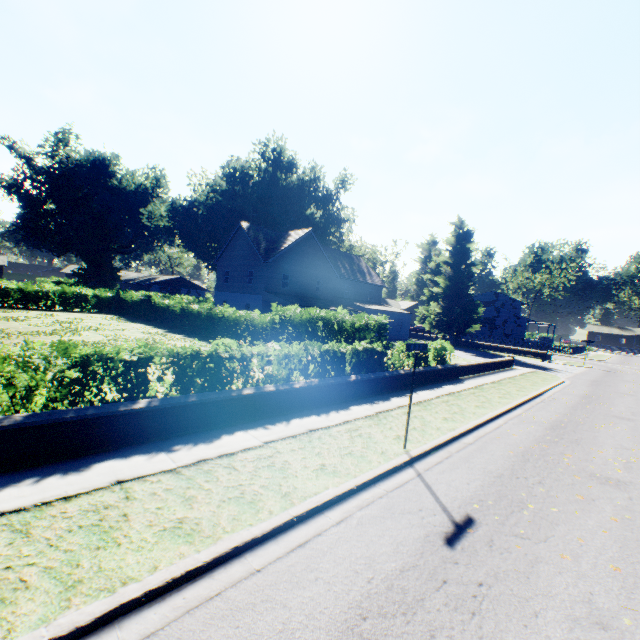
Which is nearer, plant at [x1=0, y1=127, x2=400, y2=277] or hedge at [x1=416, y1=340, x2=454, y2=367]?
hedge at [x1=416, y1=340, x2=454, y2=367]

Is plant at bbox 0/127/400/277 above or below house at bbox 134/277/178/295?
above

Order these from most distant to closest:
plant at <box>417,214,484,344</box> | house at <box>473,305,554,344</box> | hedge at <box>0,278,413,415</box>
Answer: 1. house at <box>473,305,554,344</box>
2. plant at <box>417,214,484,344</box>
3. hedge at <box>0,278,413,415</box>

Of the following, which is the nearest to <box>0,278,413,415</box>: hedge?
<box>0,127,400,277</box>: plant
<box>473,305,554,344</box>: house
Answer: <box>0,127,400,277</box>: plant

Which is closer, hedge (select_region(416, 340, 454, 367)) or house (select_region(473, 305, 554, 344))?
hedge (select_region(416, 340, 454, 367))

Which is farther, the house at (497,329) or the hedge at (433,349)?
the house at (497,329)

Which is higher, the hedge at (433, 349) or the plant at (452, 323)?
the plant at (452, 323)

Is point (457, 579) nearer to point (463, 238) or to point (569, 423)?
point (569, 423)
